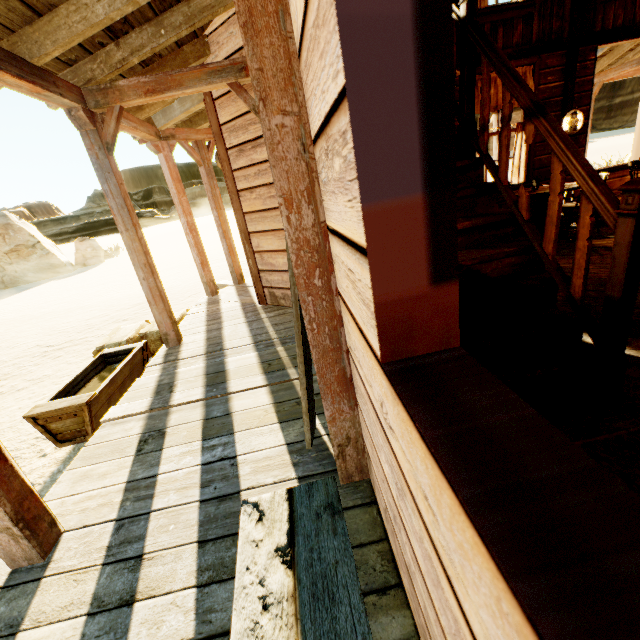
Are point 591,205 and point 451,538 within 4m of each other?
yes

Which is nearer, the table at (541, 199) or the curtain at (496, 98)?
the table at (541, 199)

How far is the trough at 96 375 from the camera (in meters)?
3.04

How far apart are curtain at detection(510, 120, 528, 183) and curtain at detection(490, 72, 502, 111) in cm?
27

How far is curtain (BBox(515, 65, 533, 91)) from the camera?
6.1 meters

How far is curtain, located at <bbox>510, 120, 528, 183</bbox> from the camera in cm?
645

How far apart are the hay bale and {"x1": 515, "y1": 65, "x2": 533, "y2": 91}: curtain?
6.5 meters

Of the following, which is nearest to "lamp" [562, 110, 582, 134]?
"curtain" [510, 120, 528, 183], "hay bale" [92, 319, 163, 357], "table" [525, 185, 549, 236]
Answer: "curtain" [510, 120, 528, 183]
